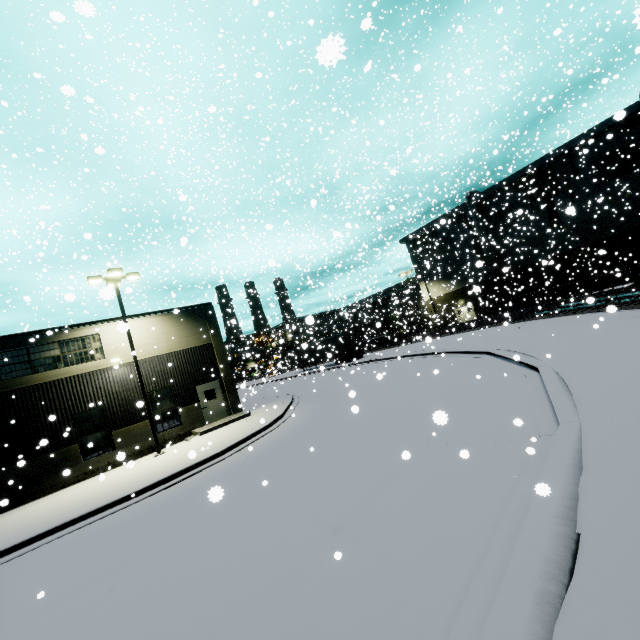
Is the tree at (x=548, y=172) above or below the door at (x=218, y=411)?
above

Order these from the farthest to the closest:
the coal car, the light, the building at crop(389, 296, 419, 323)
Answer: the building at crop(389, 296, 419, 323) → the coal car → the light

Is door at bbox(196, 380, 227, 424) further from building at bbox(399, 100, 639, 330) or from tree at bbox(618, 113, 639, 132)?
tree at bbox(618, 113, 639, 132)

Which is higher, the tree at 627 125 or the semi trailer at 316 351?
the tree at 627 125

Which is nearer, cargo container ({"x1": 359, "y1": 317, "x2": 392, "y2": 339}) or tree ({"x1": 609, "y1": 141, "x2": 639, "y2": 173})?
tree ({"x1": 609, "y1": 141, "x2": 639, "y2": 173})

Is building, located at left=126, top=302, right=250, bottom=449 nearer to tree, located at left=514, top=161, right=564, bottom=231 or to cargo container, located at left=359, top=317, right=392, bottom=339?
tree, located at left=514, top=161, right=564, bottom=231

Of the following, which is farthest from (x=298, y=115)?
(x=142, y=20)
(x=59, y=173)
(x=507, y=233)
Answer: (x=142, y=20)

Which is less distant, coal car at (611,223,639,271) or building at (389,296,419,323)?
coal car at (611,223,639,271)
